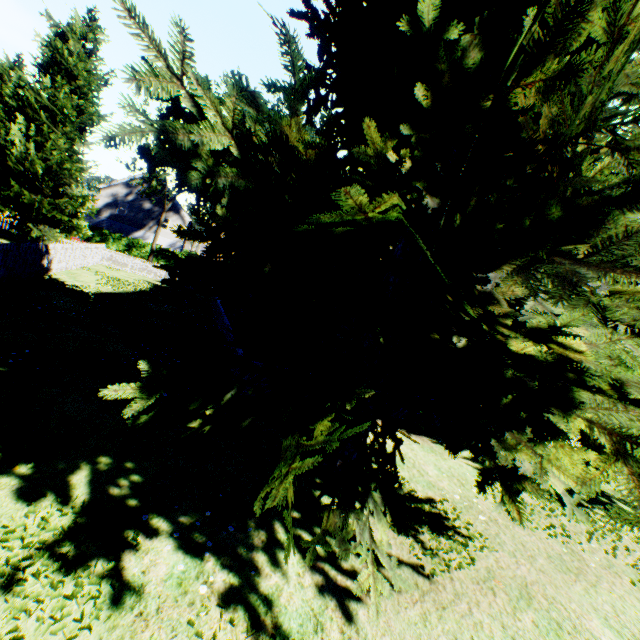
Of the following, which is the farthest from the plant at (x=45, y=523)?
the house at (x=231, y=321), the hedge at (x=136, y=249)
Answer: the hedge at (x=136, y=249)

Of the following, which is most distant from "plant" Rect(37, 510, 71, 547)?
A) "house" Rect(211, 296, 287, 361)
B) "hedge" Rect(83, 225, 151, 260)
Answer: "hedge" Rect(83, 225, 151, 260)

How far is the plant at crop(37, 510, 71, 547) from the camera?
3.65m

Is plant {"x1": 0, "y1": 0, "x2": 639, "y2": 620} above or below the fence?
above

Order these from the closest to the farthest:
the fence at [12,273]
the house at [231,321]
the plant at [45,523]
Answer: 1. the plant at [45,523]
2. the house at [231,321]
3. the fence at [12,273]

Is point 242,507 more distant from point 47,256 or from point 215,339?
point 47,256

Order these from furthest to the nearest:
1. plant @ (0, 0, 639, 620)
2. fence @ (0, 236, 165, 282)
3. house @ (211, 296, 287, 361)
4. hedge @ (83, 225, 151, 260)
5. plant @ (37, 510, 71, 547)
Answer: hedge @ (83, 225, 151, 260)
fence @ (0, 236, 165, 282)
house @ (211, 296, 287, 361)
plant @ (37, 510, 71, 547)
plant @ (0, 0, 639, 620)

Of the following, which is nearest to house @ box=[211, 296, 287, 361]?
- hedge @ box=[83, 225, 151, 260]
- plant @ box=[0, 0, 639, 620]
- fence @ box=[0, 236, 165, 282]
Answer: plant @ box=[0, 0, 639, 620]
